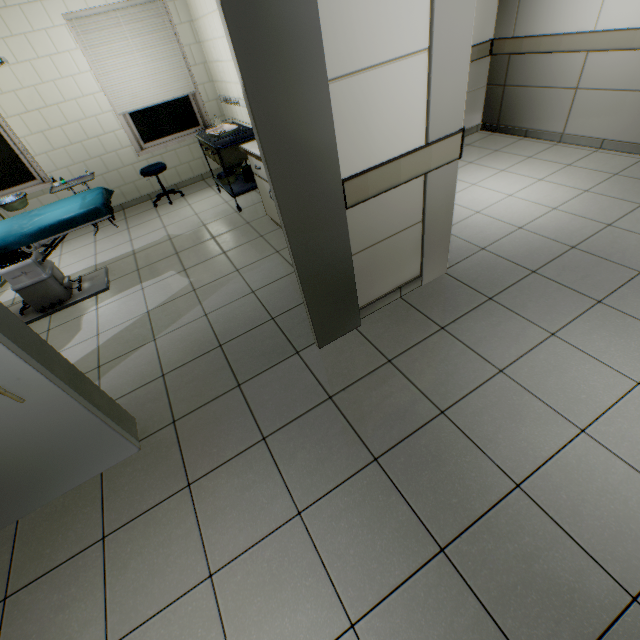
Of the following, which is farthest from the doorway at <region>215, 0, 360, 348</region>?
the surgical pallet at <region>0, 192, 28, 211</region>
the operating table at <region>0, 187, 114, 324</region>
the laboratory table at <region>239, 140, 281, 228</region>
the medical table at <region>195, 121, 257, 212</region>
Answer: the surgical pallet at <region>0, 192, 28, 211</region>

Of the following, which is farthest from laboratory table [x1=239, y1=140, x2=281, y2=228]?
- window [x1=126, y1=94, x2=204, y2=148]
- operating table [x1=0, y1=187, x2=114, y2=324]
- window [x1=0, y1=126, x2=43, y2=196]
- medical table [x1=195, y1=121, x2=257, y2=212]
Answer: window [x1=0, y1=126, x2=43, y2=196]

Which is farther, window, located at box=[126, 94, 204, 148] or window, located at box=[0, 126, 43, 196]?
window, located at box=[126, 94, 204, 148]

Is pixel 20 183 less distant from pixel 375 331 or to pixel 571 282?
pixel 375 331

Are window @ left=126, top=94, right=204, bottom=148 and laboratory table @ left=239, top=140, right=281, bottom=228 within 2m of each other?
no

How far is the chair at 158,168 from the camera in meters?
5.1 m

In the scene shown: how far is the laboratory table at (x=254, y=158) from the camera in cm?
338

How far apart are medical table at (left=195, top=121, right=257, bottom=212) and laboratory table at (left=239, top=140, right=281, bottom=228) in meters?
0.5
